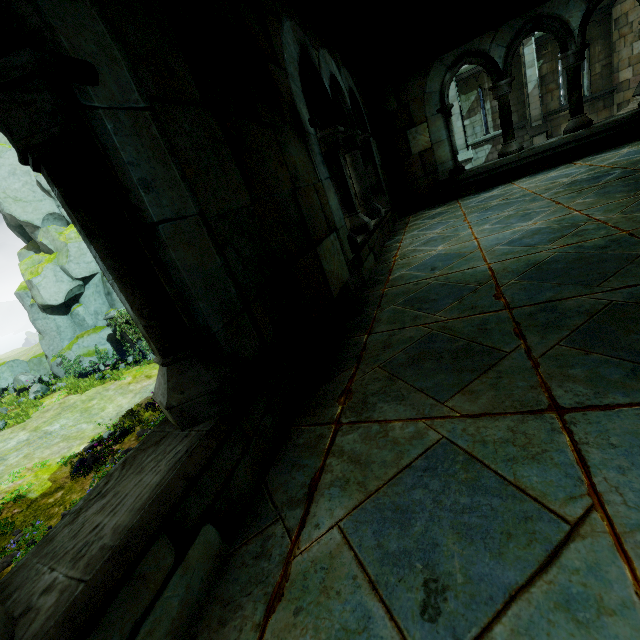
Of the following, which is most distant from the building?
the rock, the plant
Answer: the rock

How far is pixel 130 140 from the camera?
1.07m

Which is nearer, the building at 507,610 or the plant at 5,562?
the building at 507,610

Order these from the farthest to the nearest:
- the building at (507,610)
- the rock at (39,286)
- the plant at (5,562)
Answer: the rock at (39,286) → the plant at (5,562) → the building at (507,610)

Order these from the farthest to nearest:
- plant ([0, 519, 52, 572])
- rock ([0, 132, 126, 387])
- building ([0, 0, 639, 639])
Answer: rock ([0, 132, 126, 387]) → plant ([0, 519, 52, 572]) → building ([0, 0, 639, 639])

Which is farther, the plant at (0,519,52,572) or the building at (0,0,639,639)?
the plant at (0,519,52,572)

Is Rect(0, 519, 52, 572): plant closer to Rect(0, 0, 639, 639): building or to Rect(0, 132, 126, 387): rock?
Rect(0, 0, 639, 639): building
